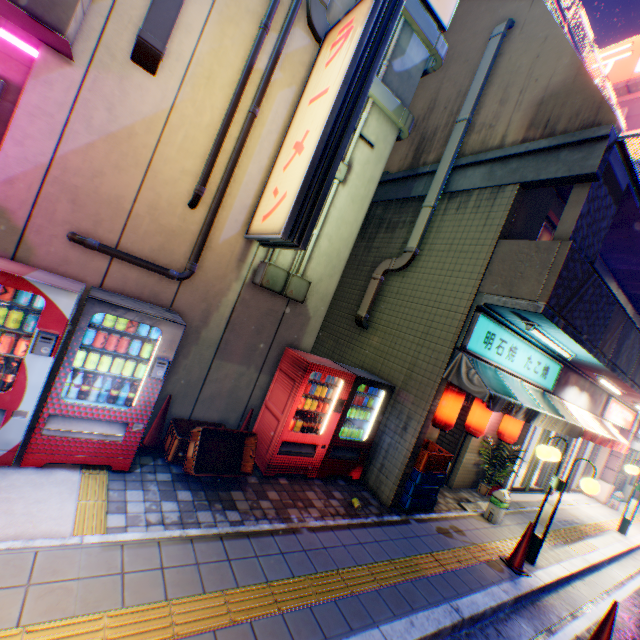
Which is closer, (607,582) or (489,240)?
(489,240)

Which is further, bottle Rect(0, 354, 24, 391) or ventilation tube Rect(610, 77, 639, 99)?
ventilation tube Rect(610, 77, 639, 99)

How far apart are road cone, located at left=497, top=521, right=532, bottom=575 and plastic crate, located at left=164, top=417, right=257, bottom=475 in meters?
4.8 m

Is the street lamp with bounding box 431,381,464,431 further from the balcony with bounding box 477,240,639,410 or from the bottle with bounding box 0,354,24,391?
the bottle with bounding box 0,354,24,391

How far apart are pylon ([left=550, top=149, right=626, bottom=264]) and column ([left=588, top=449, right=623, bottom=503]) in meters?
12.0

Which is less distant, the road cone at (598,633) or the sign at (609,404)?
the road cone at (598,633)

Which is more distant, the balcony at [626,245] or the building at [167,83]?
the balcony at [626,245]

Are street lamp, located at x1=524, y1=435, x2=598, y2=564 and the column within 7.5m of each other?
no
